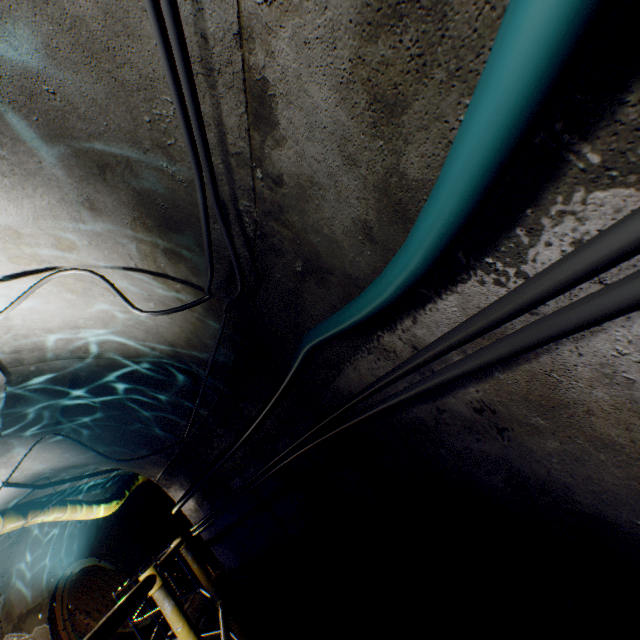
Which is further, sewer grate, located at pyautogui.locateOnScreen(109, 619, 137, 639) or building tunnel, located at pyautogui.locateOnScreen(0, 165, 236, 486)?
sewer grate, located at pyautogui.locateOnScreen(109, 619, 137, 639)

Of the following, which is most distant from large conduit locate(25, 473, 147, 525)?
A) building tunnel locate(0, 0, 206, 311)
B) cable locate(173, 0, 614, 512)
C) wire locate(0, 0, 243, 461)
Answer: cable locate(173, 0, 614, 512)

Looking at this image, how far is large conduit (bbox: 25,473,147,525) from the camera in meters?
6.9 m

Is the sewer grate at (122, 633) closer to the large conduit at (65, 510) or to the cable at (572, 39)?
the large conduit at (65, 510)

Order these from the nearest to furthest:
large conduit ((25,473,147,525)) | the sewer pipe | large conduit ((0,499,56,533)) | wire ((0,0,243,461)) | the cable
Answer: the cable < wire ((0,0,243,461)) < large conduit ((0,499,56,533)) < large conduit ((25,473,147,525)) < the sewer pipe

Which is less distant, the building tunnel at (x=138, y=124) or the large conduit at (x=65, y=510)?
the building tunnel at (x=138, y=124)

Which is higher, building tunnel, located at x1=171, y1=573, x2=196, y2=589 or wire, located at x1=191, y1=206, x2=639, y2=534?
wire, located at x1=191, y1=206, x2=639, y2=534

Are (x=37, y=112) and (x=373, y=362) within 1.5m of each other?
no
